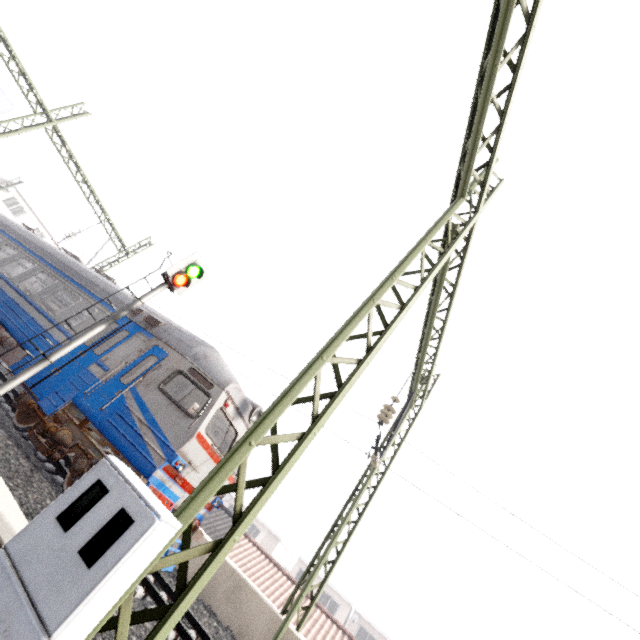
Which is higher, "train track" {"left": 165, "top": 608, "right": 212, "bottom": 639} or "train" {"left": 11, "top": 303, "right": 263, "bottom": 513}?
"train" {"left": 11, "top": 303, "right": 263, "bottom": 513}

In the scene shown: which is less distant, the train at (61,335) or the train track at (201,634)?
the train track at (201,634)

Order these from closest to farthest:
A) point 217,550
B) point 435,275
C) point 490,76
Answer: point 217,550 → point 490,76 → point 435,275

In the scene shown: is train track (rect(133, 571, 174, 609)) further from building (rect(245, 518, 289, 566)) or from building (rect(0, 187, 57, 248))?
building (rect(245, 518, 289, 566))

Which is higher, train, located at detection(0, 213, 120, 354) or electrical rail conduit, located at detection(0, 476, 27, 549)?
train, located at detection(0, 213, 120, 354)

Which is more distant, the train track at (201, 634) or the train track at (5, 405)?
the train track at (5, 405)

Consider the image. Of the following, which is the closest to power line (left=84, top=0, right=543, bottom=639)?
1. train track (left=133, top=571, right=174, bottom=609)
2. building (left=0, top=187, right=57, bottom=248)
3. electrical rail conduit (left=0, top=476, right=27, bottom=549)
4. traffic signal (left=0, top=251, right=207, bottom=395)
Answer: electrical rail conduit (left=0, top=476, right=27, bottom=549)

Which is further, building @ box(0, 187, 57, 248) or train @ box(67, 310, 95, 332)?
building @ box(0, 187, 57, 248)
